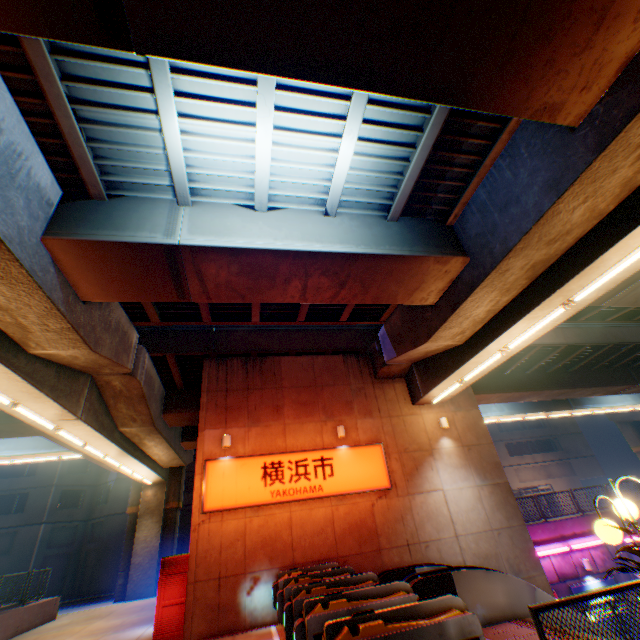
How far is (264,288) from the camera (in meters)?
8.46

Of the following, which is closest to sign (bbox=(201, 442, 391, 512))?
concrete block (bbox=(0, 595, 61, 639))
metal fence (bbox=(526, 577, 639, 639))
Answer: metal fence (bbox=(526, 577, 639, 639))

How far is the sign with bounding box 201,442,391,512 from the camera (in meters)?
10.93

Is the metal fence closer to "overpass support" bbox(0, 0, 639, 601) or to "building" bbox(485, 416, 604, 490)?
"overpass support" bbox(0, 0, 639, 601)

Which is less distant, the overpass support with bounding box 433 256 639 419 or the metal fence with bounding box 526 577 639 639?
the metal fence with bounding box 526 577 639 639

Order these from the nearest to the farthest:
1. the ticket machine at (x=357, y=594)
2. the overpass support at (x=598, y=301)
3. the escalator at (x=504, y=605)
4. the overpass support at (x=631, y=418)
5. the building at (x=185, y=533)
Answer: the ticket machine at (x=357, y=594), the escalator at (x=504, y=605), the overpass support at (x=598, y=301), the overpass support at (x=631, y=418), the building at (x=185, y=533)

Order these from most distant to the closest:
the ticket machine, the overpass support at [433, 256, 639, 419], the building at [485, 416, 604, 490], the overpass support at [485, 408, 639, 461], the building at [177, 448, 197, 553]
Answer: the building at [485, 416, 604, 490] < the building at [177, 448, 197, 553] < the overpass support at [485, 408, 639, 461] < the overpass support at [433, 256, 639, 419] < the ticket machine

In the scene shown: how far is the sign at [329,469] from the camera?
10.9 meters
